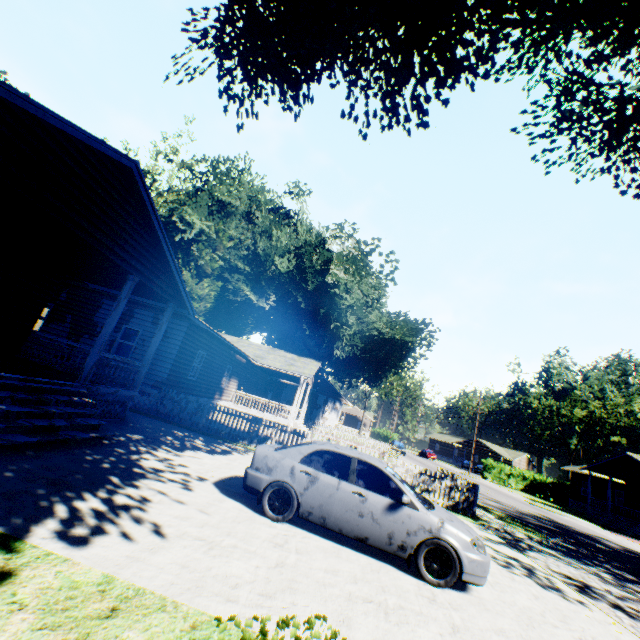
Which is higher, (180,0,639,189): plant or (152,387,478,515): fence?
(180,0,639,189): plant

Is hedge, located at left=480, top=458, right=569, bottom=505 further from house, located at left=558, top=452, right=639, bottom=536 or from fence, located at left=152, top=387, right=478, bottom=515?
fence, located at left=152, top=387, right=478, bottom=515

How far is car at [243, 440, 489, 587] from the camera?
5.6 meters

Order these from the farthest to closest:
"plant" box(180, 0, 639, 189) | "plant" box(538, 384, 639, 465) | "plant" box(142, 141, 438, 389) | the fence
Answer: "plant" box(538, 384, 639, 465) < "plant" box(142, 141, 438, 389) < the fence < "plant" box(180, 0, 639, 189)

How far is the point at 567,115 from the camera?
A: 10.2 meters

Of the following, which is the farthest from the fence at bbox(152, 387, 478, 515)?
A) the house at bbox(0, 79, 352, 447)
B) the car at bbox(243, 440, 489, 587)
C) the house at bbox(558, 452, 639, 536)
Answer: the house at bbox(558, 452, 639, 536)

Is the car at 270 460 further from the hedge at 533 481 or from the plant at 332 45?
the hedge at 533 481

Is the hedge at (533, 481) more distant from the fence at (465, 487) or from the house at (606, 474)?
the fence at (465, 487)
